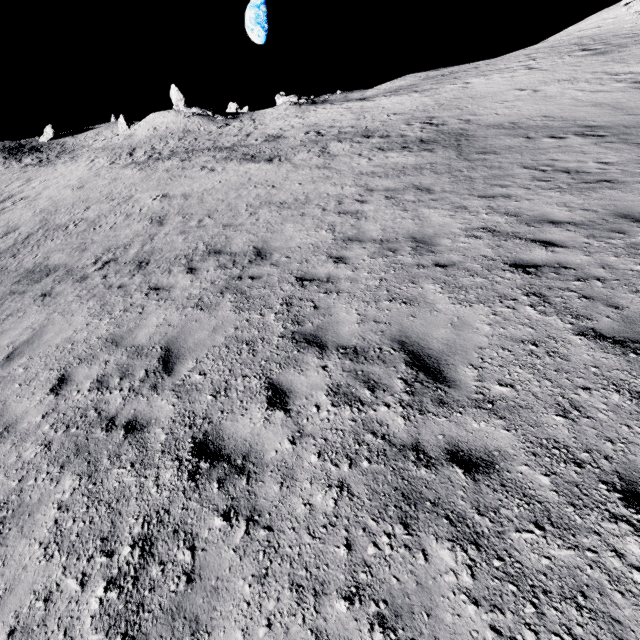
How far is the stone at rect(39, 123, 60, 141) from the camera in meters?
55.4 m

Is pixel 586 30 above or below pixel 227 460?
above

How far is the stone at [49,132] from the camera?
55.36m
